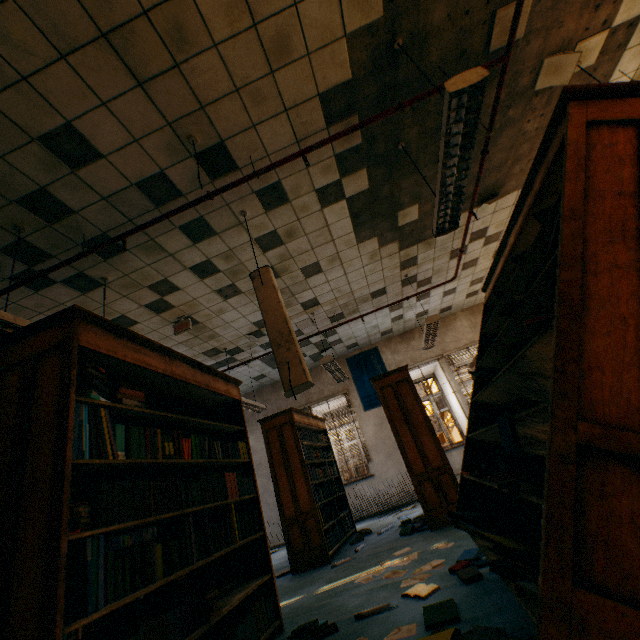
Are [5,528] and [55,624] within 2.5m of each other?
yes

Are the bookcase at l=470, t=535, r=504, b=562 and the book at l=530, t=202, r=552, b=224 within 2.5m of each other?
yes

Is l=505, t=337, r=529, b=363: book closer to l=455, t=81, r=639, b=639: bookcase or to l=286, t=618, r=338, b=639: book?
l=455, t=81, r=639, b=639: bookcase

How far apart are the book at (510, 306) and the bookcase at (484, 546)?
0.0 meters

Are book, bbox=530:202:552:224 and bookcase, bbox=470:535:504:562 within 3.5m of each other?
yes

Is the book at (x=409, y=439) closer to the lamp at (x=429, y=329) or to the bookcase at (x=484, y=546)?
the bookcase at (x=484, y=546)

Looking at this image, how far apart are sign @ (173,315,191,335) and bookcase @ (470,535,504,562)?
4.2 meters

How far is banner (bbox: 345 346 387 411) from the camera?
8.6m
